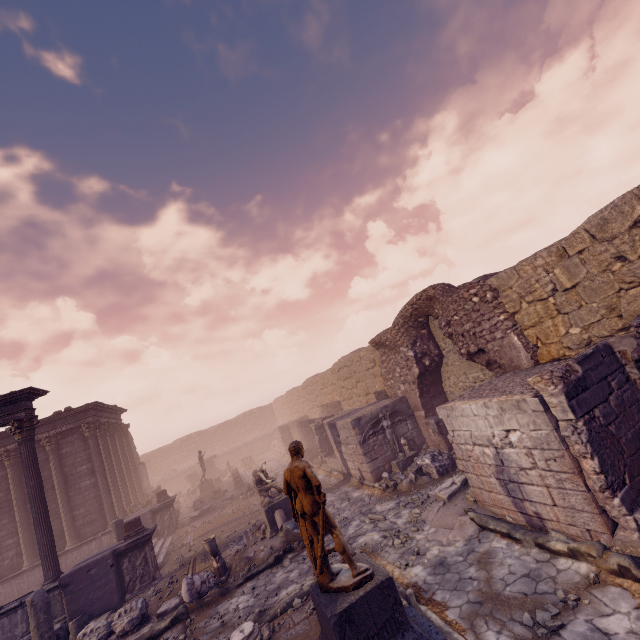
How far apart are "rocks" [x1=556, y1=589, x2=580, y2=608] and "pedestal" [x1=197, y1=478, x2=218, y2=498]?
21.53m

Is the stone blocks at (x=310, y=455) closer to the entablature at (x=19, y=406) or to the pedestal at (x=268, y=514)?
the pedestal at (x=268, y=514)

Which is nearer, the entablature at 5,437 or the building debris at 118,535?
the building debris at 118,535

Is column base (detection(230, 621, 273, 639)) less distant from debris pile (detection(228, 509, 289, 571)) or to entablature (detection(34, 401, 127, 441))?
debris pile (detection(228, 509, 289, 571))

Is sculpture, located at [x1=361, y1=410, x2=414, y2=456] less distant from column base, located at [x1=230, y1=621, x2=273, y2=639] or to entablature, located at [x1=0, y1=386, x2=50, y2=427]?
column base, located at [x1=230, y1=621, x2=273, y2=639]

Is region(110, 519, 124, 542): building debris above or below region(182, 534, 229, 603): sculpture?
above

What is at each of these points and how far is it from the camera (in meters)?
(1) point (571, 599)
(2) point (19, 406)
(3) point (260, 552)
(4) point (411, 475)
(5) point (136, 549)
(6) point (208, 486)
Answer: (1) rocks, 4.54
(2) entablature, 11.55
(3) debris pile, 10.03
(4) debris pile, 10.88
(5) relief sculpture, 11.24
(6) pedestal, 22.06

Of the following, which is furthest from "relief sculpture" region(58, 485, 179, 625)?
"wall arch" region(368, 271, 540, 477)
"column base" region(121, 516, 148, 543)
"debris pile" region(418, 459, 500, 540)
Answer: "column base" region(121, 516, 148, 543)
